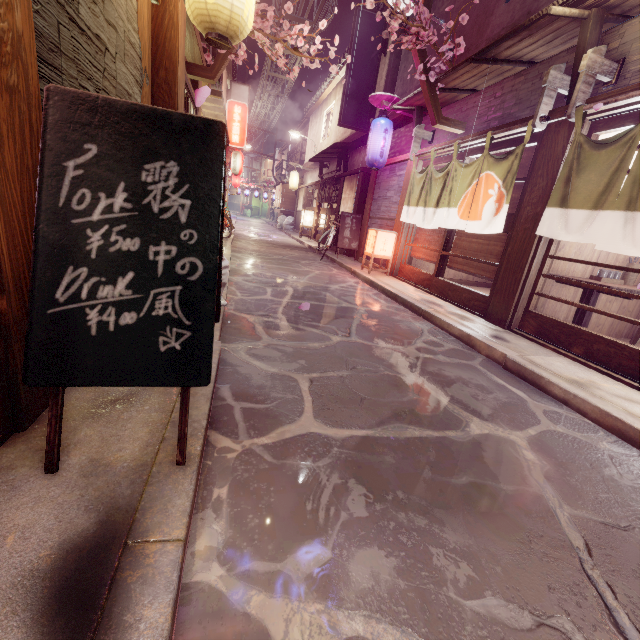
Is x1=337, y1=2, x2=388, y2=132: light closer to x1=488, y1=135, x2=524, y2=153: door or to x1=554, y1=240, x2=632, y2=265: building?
x1=488, y1=135, x2=524, y2=153: door

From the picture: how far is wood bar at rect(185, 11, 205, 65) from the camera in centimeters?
751cm

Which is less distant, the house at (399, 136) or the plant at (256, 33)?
the plant at (256, 33)

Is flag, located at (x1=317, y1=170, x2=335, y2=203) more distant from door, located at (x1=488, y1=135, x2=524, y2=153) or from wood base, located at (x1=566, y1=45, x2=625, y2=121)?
wood base, located at (x1=566, y1=45, x2=625, y2=121)

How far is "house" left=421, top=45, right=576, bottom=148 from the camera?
8.65m

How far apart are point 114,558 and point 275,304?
7.16m

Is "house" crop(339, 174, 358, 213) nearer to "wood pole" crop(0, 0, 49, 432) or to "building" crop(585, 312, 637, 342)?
"building" crop(585, 312, 637, 342)

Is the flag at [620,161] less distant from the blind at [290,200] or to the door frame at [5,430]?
the door frame at [5,430]
